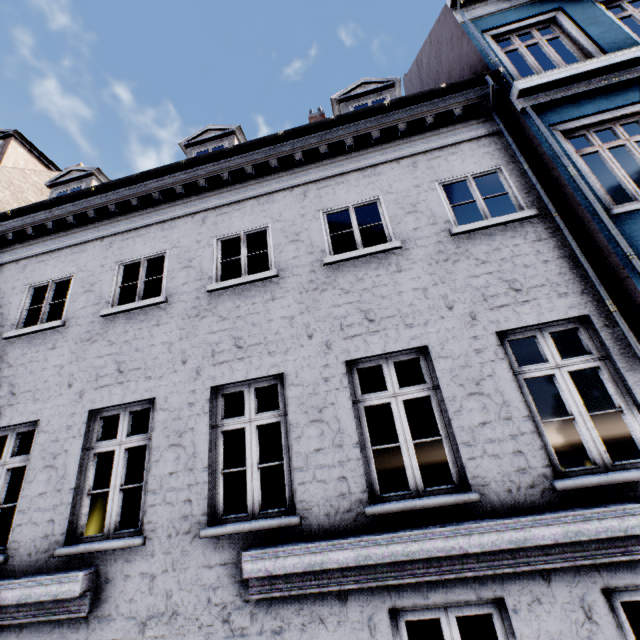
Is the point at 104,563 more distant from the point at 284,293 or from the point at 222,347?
the point at 284,293
